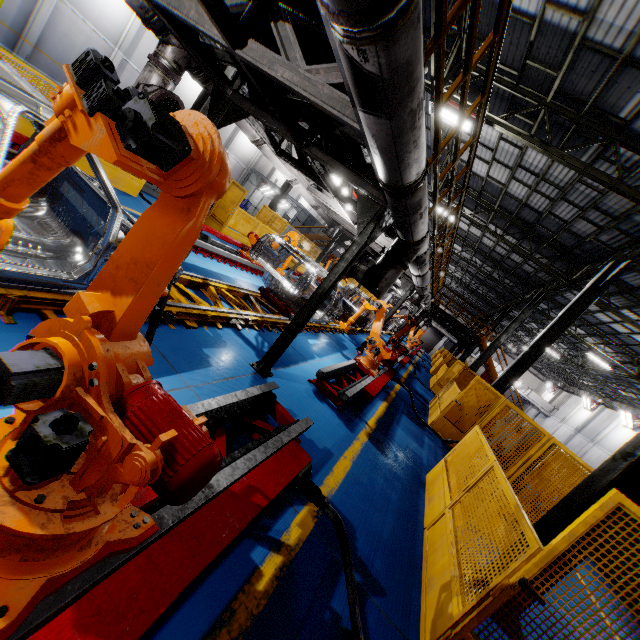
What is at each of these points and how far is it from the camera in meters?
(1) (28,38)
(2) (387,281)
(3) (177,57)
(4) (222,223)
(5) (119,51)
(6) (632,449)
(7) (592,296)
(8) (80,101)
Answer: (1) cement column, 18.2
(2) vent pipe, 5.7
(3) vent pipe, 5.2
(4) metal panel, 13.5
(5) cement column, 21.5
(6) metal pole, 4.0
(7) metal pole, 10.8
(8) robot arm, 1.3

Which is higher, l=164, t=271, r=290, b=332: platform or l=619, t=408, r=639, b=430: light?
l=619, t=408, r=639, b=430: light

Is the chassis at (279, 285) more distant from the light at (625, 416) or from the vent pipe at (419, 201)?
the light at (625, 416)

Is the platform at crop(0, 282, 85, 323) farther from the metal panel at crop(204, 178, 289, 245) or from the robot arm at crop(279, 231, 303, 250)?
the metal panel at crop(204, 178, 289, 245)

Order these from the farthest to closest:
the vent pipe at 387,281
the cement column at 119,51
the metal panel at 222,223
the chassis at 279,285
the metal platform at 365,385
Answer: the cement column at 119,51, the metal panel at 222,223, the chassis at 279,285, the metal platform at 365,385, the vent pipe at 387,281

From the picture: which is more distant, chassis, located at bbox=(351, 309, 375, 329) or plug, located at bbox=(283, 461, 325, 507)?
chassis, located at bbox=(351, 309, 375, 329)

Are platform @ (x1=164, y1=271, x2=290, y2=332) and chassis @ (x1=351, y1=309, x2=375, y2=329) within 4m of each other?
yes

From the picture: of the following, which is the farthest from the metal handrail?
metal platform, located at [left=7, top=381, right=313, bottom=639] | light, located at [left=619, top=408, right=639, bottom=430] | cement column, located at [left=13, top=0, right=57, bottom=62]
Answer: cement column, located at [left=13, top=0, right=57, bottom=62]
